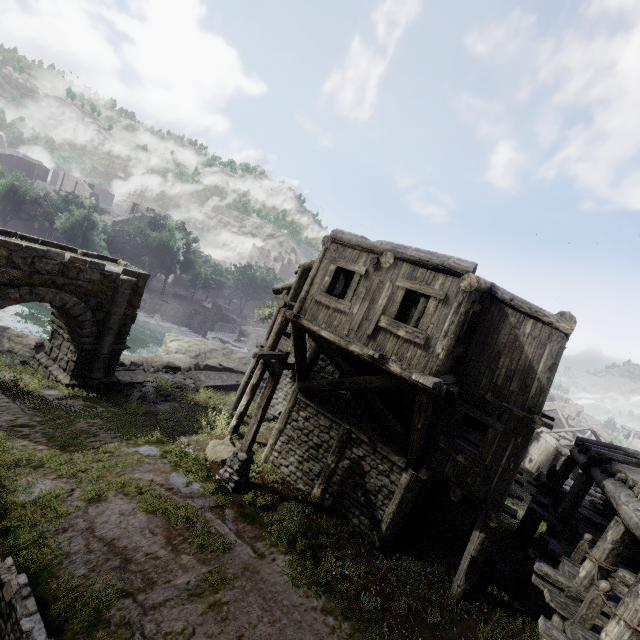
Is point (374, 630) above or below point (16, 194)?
below

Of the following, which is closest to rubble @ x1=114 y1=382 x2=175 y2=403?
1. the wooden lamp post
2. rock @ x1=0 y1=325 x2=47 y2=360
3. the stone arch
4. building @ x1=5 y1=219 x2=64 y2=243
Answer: the stone arch

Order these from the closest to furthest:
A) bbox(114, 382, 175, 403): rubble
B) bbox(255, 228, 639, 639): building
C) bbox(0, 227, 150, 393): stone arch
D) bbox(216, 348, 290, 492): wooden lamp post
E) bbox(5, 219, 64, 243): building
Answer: bbox(255, 228, 639, 639): building < bbox(216, 348, 290, 492): wooden lamp post < bbox(0, 227, 150, 393): stone arch < bbox(114, 382, 175, 403): rubble < bbox(5, 219, 64, 243): building

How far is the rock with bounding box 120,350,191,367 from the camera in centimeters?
2250cm

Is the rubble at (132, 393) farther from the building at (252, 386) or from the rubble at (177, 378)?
the building at (252, 386)

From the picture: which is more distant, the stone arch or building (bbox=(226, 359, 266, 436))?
building (bbox=(226, 359, 266, 436))

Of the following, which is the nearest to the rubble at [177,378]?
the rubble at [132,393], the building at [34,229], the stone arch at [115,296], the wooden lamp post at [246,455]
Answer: the rubble at [132,393]

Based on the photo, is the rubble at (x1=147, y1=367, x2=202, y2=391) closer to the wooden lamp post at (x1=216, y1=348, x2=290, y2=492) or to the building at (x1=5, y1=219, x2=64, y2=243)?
the building at (x1=5, y1=219, x2=64, y2=243)
